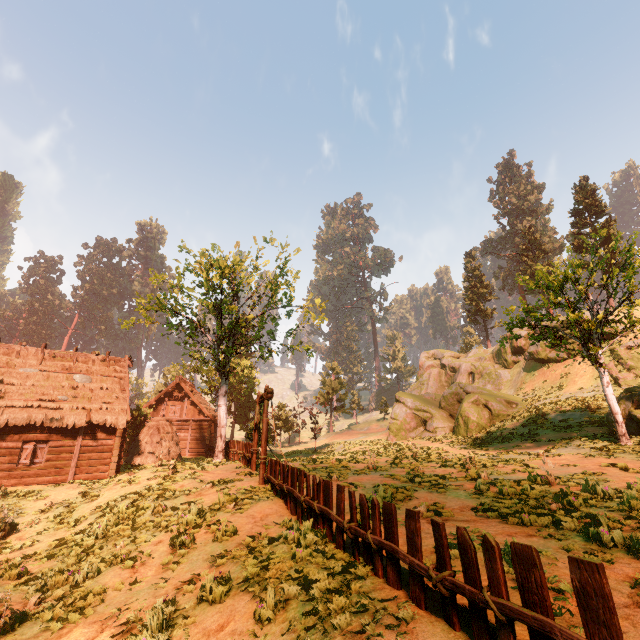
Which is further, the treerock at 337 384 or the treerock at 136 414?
the treerock at 337 384

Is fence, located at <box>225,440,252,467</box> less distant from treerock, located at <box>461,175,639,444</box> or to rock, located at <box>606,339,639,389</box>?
treerock, located at <box>461,175,639,444</box>

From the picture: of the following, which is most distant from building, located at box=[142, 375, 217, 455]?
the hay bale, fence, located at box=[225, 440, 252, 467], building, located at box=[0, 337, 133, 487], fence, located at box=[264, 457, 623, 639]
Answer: fence, located at box=[264, 457, 623, 639]

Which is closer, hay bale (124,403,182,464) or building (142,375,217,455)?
hay bale (124,403,182,464)

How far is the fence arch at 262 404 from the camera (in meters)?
12.59

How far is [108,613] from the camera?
6.4m

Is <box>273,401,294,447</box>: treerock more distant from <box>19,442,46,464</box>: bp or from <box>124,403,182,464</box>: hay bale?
<box>19,442,46,464</box>: bp

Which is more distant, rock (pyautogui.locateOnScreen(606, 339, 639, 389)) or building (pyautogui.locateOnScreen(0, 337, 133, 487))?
rock (pyautogui.locateOnScreen(606, 339, 639, 389))
